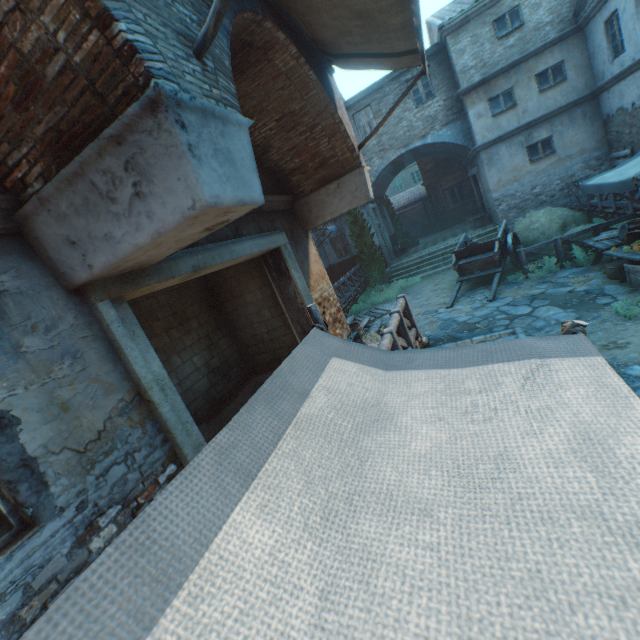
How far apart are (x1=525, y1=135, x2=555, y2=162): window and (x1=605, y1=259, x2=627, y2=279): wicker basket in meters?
8.7

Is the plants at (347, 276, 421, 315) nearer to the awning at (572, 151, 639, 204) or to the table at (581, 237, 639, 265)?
the table at (581, 237, 639, 265)

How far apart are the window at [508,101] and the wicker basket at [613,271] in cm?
980

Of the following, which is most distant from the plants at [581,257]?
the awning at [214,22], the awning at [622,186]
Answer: the awning at [214,22]

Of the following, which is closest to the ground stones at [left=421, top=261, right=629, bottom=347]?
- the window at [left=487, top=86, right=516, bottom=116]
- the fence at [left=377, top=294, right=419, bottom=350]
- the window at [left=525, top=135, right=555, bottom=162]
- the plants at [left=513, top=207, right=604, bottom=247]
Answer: the plants at [left=513, top=207, right=604, bottom=247]

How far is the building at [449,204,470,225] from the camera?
24.73m

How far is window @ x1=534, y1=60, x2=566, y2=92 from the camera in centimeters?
1319cm

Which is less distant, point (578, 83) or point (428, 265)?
point (578, 83)
